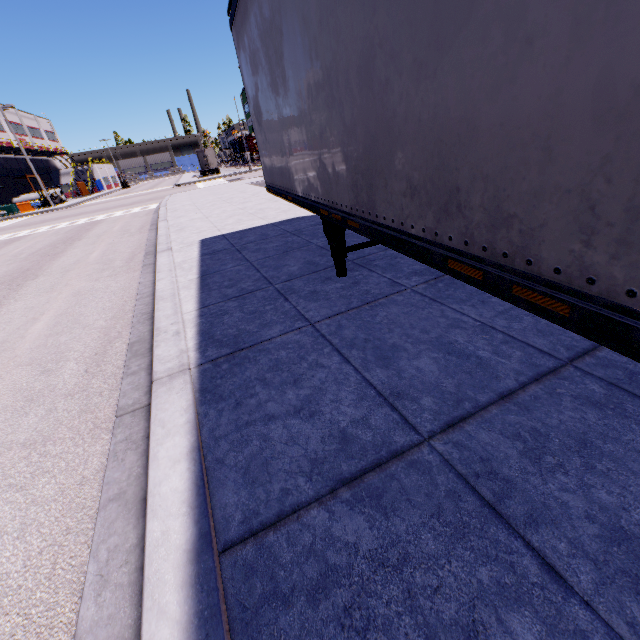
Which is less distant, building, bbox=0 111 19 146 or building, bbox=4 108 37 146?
building, bbox=0 111 19 146

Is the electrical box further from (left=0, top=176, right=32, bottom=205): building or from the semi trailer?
(left=0, top=176, right=32, bottom=205): building

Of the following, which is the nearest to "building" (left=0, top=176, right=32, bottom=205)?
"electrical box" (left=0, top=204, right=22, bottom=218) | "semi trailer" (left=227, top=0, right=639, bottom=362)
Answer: "semi trailer" (left=227, top=0, right=639, bottom=362)

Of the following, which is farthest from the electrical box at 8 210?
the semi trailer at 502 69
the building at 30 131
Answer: the building at 30 131

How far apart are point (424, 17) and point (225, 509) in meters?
2.6

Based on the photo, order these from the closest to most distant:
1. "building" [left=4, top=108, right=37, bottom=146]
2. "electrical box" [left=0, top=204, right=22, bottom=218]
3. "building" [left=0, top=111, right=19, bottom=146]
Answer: "electrical box" [left=0, top=204, right=22, bottom=218]
"building" [left=0, top=111, right=19, bottom=146]
"building" [left=4, top=108, right=37, bottom=146]
